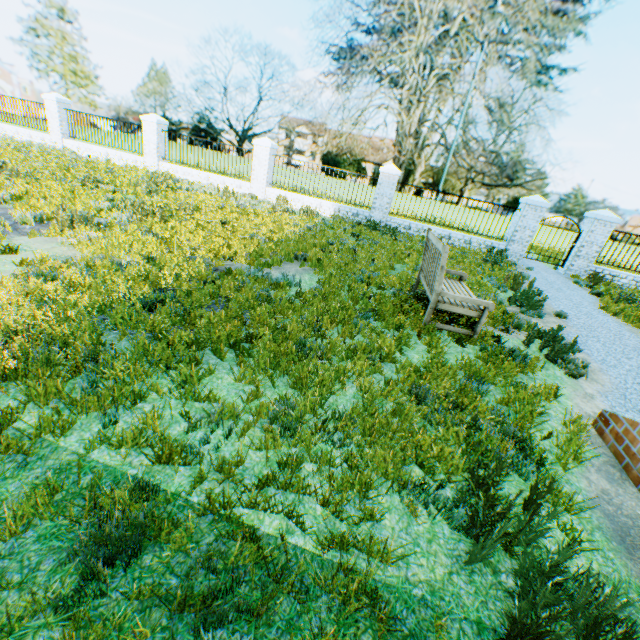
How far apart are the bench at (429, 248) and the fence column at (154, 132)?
14.5m

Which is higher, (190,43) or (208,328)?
(190,43)

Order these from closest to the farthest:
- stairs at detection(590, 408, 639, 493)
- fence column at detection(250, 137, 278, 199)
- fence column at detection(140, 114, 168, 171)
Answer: stairs at detection(590, 408, 639, 493) < fence column at detection(250, 137, 278, 199) < fence column at detection(140, 114, 168, 171)

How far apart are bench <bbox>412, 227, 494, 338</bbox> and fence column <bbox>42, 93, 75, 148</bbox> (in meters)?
19.48

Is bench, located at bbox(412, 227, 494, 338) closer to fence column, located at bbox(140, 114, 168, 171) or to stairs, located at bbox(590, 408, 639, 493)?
stairs, located at bbox(590, 408, 639, 493)

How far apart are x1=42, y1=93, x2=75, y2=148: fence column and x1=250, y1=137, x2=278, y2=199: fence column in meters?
10.3

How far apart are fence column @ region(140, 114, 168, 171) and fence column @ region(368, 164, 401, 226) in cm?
1029

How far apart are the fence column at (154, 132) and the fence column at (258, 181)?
4.72m
